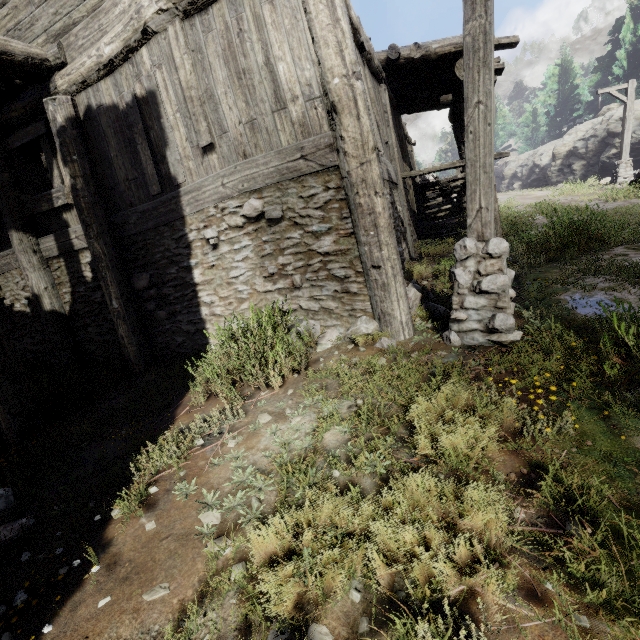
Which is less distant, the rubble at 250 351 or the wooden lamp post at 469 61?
the wooden lamp post at 469 61

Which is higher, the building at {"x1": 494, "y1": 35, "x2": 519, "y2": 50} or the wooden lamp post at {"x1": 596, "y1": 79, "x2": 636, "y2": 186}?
the building at {"x1": 494, "y1": 35, "x2": 519, "y2": 50}

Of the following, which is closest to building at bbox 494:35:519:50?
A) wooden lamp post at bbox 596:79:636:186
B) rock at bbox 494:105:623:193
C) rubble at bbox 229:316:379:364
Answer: rubble at bbox 229:316:379:364

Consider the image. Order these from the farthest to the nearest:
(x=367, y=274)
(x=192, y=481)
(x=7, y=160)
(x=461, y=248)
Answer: (x=7, y=160) → (x=367, y=274) → (x=461, y=248) → (x=192, y=481)

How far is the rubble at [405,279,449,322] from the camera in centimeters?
484cm

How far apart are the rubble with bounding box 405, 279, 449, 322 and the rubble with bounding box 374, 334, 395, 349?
0.7 meters

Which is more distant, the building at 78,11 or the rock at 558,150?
the rock at 558,150
